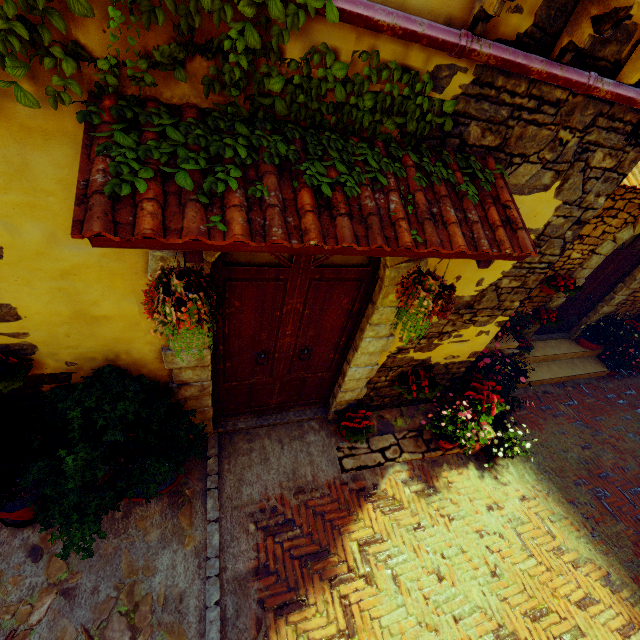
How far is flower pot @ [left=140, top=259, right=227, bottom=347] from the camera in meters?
1.8 m

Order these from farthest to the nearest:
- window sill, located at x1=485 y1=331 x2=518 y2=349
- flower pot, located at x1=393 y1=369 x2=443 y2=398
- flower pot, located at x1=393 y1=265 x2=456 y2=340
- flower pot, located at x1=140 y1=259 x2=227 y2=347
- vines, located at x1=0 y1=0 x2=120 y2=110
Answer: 1. window sill, located at x1=485 y1=331 x2=518 y2=349
2. flower pot, located at x1=393 y1=369 x2=443 y2=398
3. flower pot, located at x1=393 y1=265 x2=456 y2=340
4. flower pot, located at x1=140 y1=259 x2=227 y2=347
5. vines, located at x1=0 y1=0 x2=120 y2=110

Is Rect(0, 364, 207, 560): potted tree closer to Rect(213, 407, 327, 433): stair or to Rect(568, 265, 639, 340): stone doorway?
Rect(213, 407, 327, 433): stair

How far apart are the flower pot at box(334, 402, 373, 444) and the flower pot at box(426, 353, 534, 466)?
0.23m

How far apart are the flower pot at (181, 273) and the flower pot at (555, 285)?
5.7 meters

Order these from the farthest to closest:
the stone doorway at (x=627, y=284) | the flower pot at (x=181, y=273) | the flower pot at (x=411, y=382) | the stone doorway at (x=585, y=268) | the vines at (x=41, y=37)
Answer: the stone doorway at (x=627, y=284), the stone doorway at (x=585, y=268), the flower pot at (x=411, y=382), the flower pot at (x=181, y=273), the vines at (x=41, y=37)

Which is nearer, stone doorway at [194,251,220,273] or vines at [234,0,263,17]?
vines at [234,0,263,17]

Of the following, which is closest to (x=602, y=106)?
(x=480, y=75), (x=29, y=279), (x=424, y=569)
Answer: (x=480, y=75)
